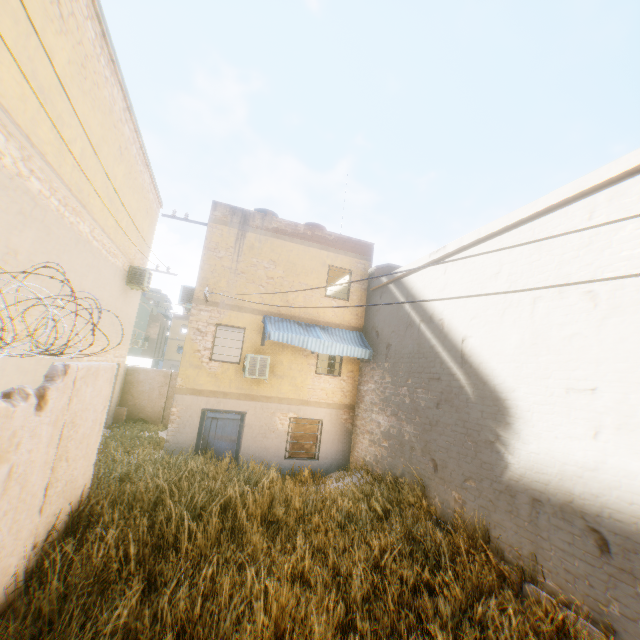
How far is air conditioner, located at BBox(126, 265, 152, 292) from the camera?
12.9 meters

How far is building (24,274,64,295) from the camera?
6.6m

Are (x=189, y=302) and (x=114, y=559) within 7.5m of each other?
no

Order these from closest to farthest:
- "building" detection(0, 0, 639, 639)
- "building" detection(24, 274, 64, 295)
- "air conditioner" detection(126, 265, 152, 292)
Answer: "building" detection(0, 0, 639, 639)
"building" detection(24, 274, 64, 295)
"air conditioner" detection(126, 265, 152, 292)

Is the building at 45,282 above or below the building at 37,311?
above

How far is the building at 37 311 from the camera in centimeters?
674cm

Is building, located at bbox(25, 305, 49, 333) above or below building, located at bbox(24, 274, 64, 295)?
below
